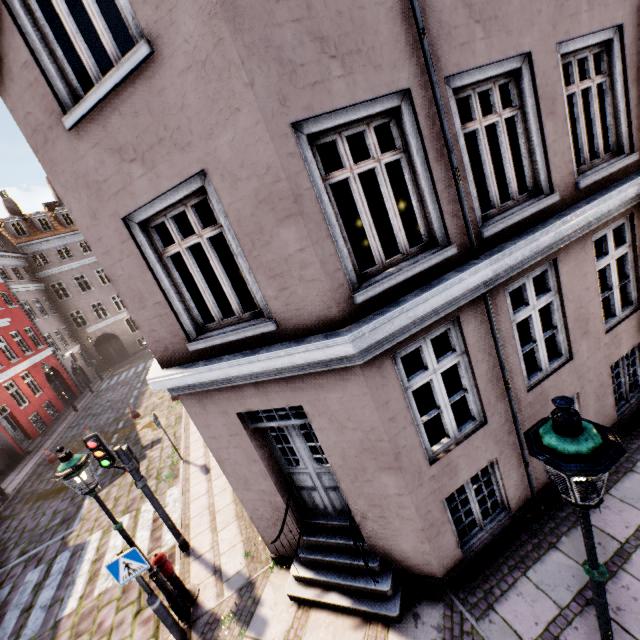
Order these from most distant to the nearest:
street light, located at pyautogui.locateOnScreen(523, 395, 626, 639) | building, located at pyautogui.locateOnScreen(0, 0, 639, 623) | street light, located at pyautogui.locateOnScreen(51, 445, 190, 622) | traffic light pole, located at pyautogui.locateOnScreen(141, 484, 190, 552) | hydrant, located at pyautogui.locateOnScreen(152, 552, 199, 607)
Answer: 1. traffic light pole, located at pyautogui.locateOnScreen(141, 484, 190, 552)
2. hydrant, located at pyautogui.locateOnScreen(152, 552, 199, 607)
3. street light, located at pyautogui.locateOnScreen(51, 445, 190, 622)
4. building, located at pyautogui.locateOnScreen(0, 0, 639, 623)
5. street light, located at pyautogui.locateOnScreen(523, 395, 626, 639)

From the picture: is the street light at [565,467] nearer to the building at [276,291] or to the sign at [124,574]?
the sign at [124,574]

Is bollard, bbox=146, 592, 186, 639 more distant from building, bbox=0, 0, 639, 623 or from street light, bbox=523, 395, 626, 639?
building, bbox=0, 0, 639, 623

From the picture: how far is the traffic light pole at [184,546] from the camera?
6.9m

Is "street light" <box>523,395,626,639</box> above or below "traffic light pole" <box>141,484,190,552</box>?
above

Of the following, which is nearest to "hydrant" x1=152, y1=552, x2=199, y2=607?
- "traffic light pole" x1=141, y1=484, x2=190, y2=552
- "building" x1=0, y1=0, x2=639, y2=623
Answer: "traffic light pole" x1=141, y1=484, x2=190, y2=552

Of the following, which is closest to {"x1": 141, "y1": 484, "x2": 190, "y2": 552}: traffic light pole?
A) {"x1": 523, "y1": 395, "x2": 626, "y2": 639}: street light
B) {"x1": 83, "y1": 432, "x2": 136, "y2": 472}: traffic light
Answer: {"x1": 83, "y1": 432, "x2": 136, "y2": 472}: traffic light

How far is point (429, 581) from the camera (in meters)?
4.86
